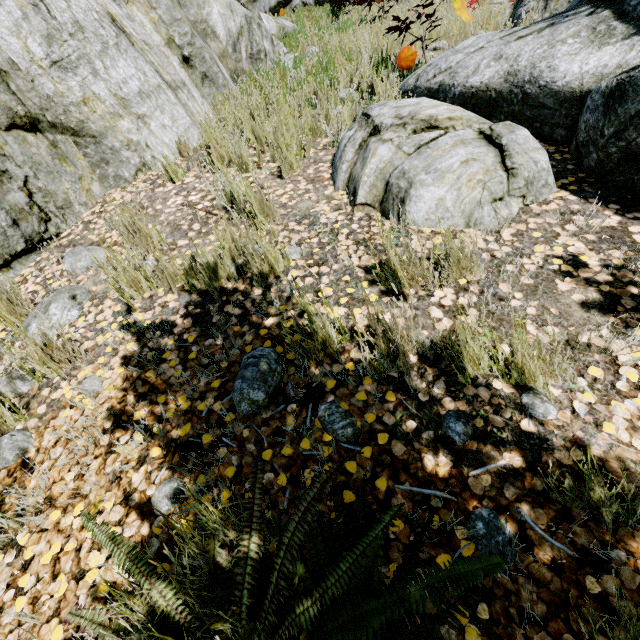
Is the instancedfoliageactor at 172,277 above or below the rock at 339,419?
above

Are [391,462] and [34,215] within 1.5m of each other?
no

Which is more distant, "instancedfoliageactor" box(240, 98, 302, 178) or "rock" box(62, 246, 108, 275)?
"instancedfoliageactor" box(240, 98, 302, 178)

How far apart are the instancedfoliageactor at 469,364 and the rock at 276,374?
0.94m

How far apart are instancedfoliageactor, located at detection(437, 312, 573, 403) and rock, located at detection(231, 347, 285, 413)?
0.9m

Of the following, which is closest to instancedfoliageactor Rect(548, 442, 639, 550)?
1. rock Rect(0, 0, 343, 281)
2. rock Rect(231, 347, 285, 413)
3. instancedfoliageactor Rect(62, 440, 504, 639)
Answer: rock Rect(0, 0, 343, 281)

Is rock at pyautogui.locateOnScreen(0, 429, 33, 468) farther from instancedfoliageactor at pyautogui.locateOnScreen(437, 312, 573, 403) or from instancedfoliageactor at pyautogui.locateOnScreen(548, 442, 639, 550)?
instancedfoliageactor at pyautogui.locateOnScreen(437, 312, 573, 403)
